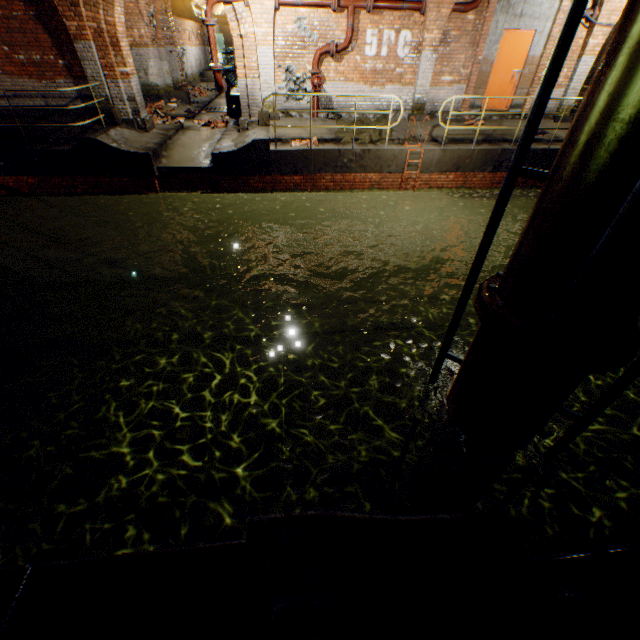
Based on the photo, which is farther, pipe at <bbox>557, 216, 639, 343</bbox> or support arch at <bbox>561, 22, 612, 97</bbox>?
support arch at <bbox>561, 22, 612, 97</bbox>

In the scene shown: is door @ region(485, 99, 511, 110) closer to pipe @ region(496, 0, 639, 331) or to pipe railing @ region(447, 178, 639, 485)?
pipe @ region(496, 0, 639, 331)

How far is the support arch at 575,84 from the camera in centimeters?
991cm

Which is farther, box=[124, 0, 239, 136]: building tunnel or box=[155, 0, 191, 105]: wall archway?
box=[155, 0, 191, 105]: wall archway

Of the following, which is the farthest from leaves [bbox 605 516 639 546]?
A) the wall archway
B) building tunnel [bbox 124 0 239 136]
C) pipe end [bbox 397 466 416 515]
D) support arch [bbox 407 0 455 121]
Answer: the wall archway

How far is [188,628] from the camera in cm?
163

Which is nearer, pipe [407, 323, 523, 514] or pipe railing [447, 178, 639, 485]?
pipe railing [447, 178, 639, 485]

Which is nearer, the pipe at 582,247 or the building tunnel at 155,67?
the pipe at 582,247
